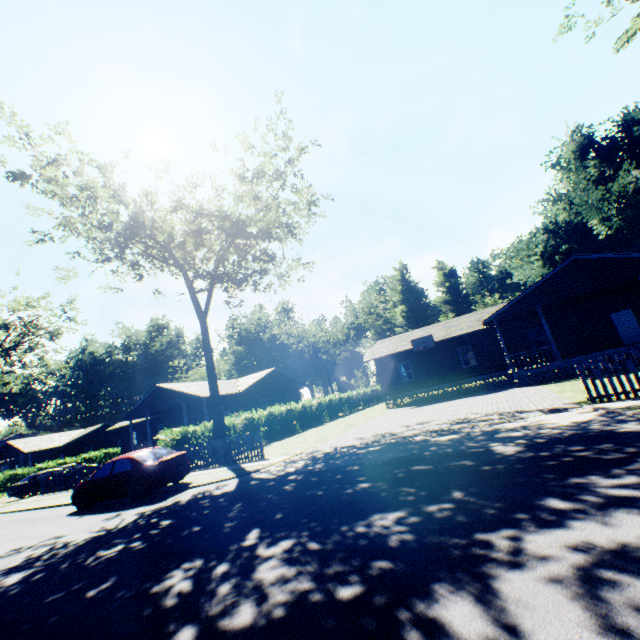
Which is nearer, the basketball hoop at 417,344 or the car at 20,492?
the car at 20,492

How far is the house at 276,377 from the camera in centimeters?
3112cm

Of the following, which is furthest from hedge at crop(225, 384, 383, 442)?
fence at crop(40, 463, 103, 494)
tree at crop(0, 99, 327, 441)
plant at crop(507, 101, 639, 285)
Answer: plant at crop(507, 101, 639, 285)

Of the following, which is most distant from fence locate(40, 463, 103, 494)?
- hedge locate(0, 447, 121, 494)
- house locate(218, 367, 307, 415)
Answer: hedge locate(0, 447, 121, 494)

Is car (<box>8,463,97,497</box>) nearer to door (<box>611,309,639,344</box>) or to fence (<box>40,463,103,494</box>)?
fence (<box>40,463,103,494</box>)

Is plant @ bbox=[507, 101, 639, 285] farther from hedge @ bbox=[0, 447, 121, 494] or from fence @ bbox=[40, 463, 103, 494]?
hedge @ bbox=[0, 447, 121, 494]

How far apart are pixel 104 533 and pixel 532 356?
21.8 meters

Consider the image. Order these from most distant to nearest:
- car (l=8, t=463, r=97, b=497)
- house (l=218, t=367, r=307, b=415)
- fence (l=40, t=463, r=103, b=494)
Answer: house (l=218, t=367, r=307, b=415) → car (l=8, t=463, r=97, b=497) → fence (l=40, t=463, r=103, b=494)
